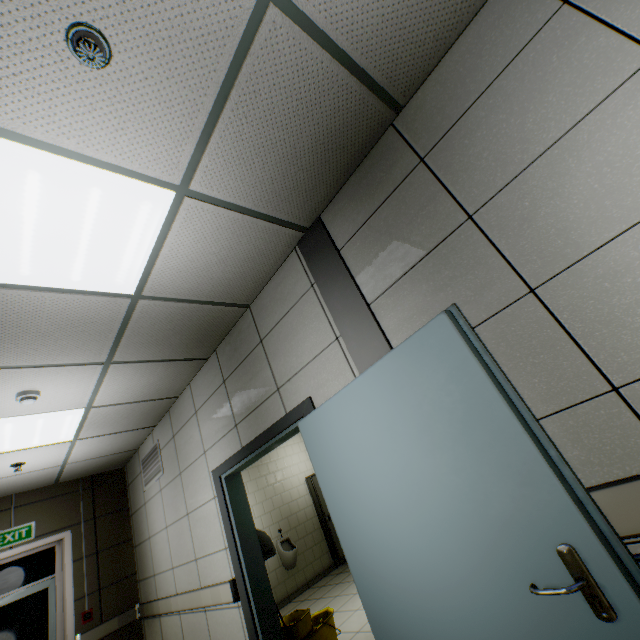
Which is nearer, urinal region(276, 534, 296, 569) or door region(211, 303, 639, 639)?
door region(211, 303, 639, 639)

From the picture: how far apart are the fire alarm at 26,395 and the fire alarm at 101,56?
2.9 meters

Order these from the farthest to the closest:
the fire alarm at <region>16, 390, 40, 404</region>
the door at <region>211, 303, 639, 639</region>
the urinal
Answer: the urinal
the fire alarm at <region>16, 390, 40, 404</region>
the door at <region>211, 303, 639, 639</region>

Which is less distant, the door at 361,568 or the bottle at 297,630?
the door at 361,568

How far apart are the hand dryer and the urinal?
3.76m

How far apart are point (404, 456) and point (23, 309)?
2.6m

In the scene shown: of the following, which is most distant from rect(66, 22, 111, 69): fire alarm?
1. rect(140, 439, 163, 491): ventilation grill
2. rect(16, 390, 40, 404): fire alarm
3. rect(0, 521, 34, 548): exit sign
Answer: rect(0, 521, 34, 548): exit sign

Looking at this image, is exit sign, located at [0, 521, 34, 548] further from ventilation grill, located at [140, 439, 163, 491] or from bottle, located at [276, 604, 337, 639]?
bottle, located at [276, 604, 337, 639]
